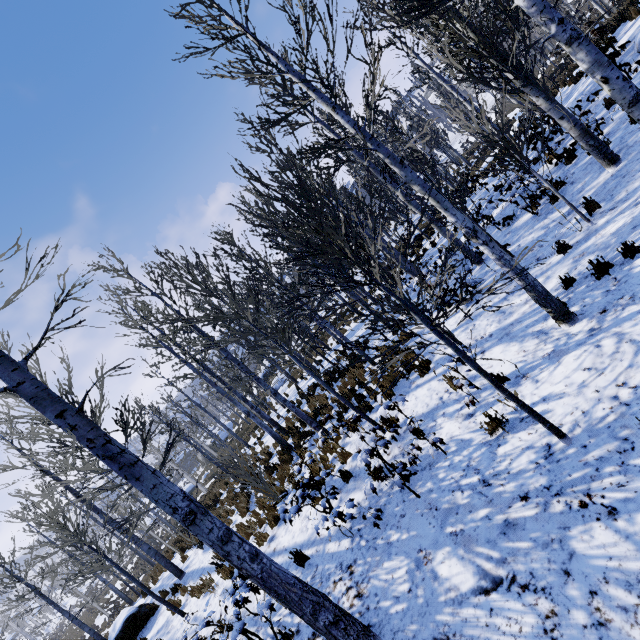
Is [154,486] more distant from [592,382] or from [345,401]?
[592,382]

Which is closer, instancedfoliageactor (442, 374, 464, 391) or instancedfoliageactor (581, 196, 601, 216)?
instancedfoliageactor (442, 374, 464, 391)

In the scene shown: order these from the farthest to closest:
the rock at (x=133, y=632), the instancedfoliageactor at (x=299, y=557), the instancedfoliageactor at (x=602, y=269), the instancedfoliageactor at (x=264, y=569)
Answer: the rock at (x=133, y=632) < the instancedfoliageactor at (x=299, y=557) < the instancedfoliageactor at (x=602, y=269) < the instancedfoliageactor at (x=264, y=569)

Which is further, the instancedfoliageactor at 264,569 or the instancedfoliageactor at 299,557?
the instancedfoliageactor at 299,557

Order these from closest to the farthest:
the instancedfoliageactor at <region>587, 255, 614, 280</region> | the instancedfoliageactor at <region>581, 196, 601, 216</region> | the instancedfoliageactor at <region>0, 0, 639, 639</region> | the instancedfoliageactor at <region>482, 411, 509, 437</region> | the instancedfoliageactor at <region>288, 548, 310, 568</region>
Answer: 1. the instancedfoliageactor at <region>0, 0, 639, 639</region>
2. the instancedfoliageactor at <region>482, 411, 509, 437</region>
3. the instancedfoliageactor at <region>587, 255, 614, 280</region>
4. the instancedfoliageactor at <region>288, 548, 310, 568</region>
5. the instancedfoliageactor at <region>581, 196, 601, 216</region>

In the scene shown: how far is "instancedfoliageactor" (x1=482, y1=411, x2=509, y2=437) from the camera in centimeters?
453cm

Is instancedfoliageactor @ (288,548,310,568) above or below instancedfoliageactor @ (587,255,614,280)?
above
